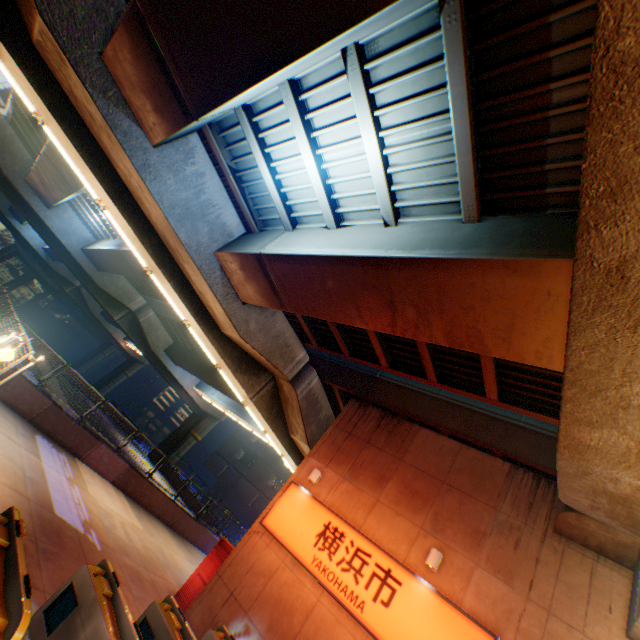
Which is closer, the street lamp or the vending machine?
the street lamp

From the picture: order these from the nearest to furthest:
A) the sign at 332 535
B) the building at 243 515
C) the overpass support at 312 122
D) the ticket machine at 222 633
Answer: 1. the overpass support at 312 122
2. the ticket machine at 222 633
3. the sign at 332 535
4. the building at 243 515

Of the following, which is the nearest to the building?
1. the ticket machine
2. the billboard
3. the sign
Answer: the sign

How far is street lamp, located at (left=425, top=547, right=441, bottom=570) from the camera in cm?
802

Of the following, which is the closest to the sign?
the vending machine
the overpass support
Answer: the vending machine

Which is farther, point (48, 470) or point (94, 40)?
point (48, 470)

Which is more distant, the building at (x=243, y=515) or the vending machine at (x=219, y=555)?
the building at (x=243, y=515)

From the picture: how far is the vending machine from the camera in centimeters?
991cm
